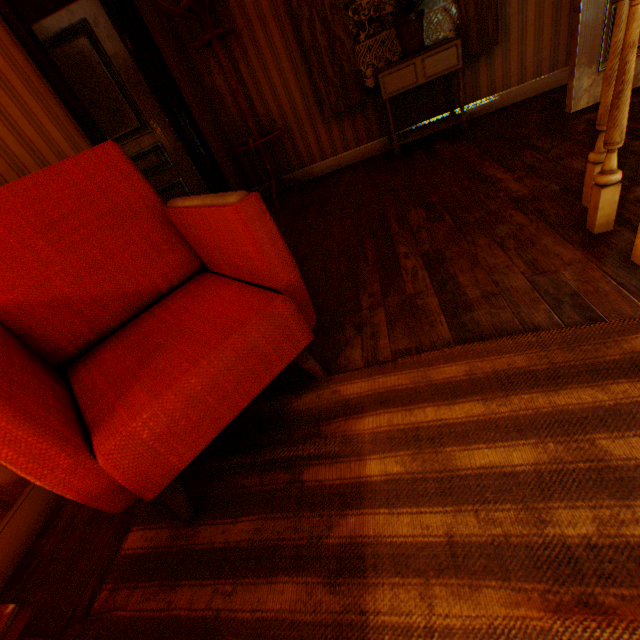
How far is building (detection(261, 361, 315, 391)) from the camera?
1.56m

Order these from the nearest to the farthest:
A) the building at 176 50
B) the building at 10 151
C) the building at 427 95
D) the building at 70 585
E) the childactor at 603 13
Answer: the building at 70 585 < the building at 10 151 < the childactor at 603 13 < the building at 176 50 < the building at 427 95

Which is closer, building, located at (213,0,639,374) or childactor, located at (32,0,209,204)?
building, located at (213,0,639,374)

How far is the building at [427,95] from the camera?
3.8 meters

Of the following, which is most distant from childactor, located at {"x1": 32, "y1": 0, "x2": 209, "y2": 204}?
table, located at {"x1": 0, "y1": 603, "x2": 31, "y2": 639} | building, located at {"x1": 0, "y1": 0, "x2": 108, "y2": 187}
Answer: table, located at {"x1": 0, "y1": 603, "x2": 31, "y2": 639}

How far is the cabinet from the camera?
3.1m

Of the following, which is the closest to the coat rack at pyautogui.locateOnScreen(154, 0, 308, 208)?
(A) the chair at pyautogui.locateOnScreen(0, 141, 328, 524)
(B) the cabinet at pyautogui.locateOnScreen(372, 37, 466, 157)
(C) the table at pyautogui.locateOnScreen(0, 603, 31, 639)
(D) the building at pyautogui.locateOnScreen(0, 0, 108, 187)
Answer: (D) the building at pyautogui.locateOnScreen(0, 0, 108, 187)

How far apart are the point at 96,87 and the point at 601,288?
4.3 meters
